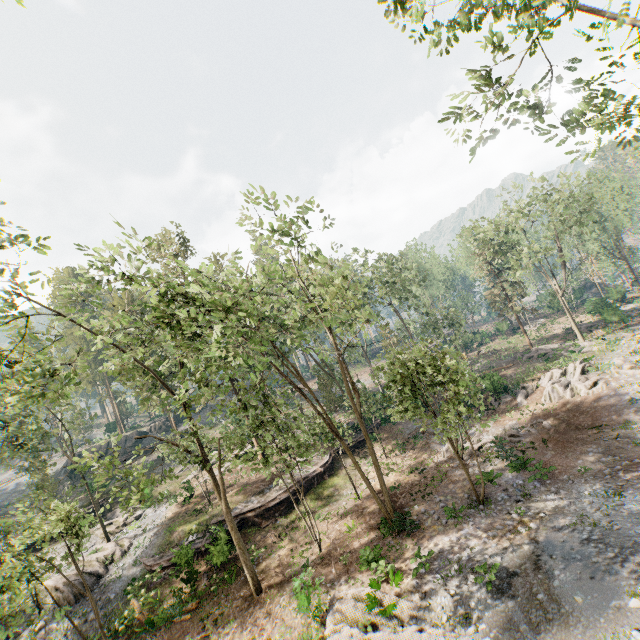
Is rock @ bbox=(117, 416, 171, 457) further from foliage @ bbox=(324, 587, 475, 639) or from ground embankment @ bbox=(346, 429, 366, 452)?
ground embankment @ bbox=(346, 429, 366, 452)

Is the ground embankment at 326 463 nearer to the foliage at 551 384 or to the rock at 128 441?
the foliage at 551 384

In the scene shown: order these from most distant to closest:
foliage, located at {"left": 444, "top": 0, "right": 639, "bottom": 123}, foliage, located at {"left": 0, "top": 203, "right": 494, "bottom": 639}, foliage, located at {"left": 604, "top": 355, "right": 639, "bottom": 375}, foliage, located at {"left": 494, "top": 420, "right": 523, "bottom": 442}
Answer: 1. foliage, located at {"left": 604, "top": 355, "right": 639, "bottom": 375}
2. foliage, located at {"left": 494, "top": 420, "right": 523, "bottom": 442}
3. foliage, located at {"left": 0, "top": 203, "right": 494, "bottom": 639}
4. foliage, located at {"left": 444, "top": 0, "right": 639, "bottom": 123}

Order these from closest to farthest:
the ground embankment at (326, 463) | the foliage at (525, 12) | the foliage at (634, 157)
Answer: the foliage at (525, 12) < the foliage at (634, 157) < the ground embankment at (326, 463)

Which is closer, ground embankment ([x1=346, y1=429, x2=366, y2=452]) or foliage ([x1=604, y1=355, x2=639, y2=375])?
foliage ([x1=604, y1=355, x2=639, y2=375])

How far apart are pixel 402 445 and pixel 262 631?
17.5m

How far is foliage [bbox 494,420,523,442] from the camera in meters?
22.6 m
